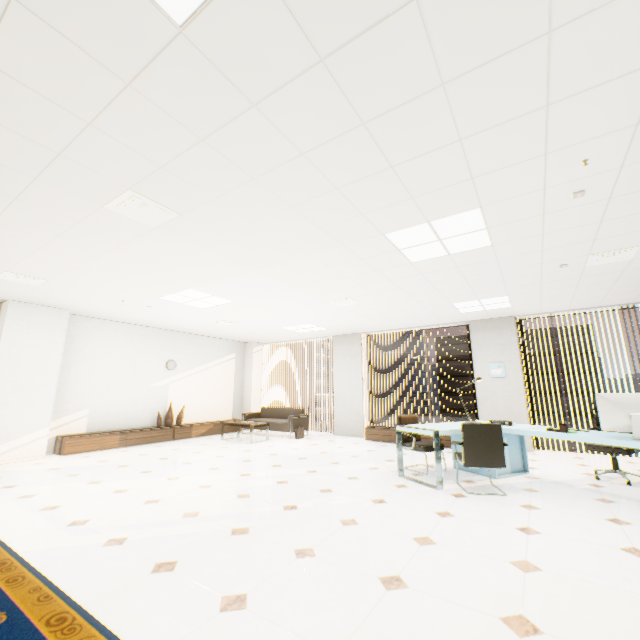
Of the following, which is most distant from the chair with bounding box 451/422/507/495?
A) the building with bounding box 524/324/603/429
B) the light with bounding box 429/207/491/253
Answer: the building with bounding box 524/324/603/429

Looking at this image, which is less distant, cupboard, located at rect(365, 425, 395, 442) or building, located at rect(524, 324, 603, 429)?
cupboard, located at rect(365, 425, 395, 442)

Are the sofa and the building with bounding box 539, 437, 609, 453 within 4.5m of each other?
no

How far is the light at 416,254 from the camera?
3.51m

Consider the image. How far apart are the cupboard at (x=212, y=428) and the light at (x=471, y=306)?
7.5m

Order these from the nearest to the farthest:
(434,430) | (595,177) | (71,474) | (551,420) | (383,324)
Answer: (595,177)
(434,430)
(71,474)
(383,324)
(551,420)

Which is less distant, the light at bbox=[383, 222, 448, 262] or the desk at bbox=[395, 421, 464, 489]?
the light at bbox=[383, 222, 448, 262]

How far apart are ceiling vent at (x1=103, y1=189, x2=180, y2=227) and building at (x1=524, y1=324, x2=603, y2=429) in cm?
6380
